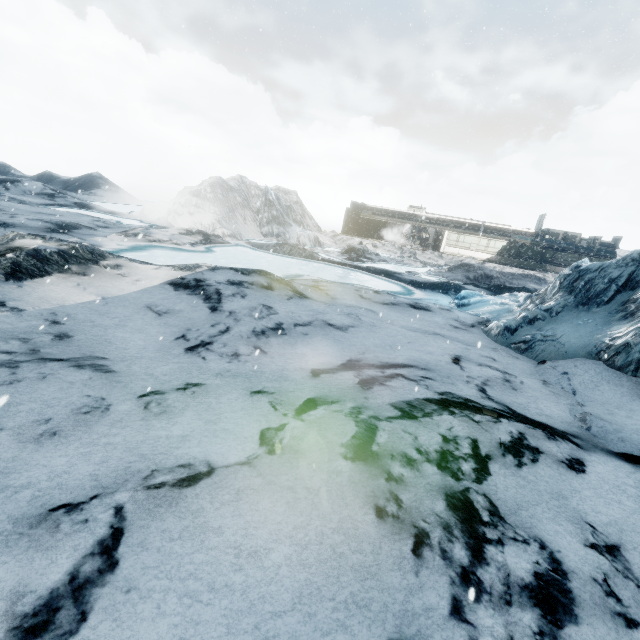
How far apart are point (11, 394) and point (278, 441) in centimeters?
373cm
